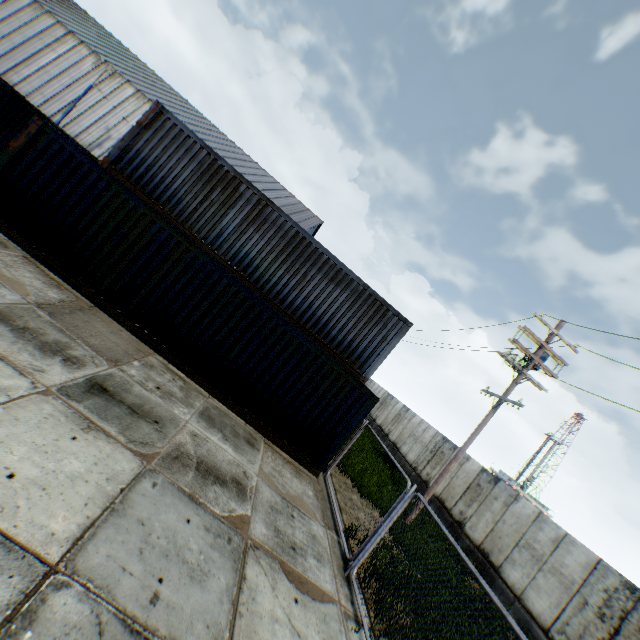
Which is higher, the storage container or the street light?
the street light

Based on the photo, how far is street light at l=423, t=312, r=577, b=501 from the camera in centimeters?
1193cm

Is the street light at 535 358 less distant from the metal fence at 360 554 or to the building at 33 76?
the metal fence at 360 554

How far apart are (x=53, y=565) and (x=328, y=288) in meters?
10.1 m

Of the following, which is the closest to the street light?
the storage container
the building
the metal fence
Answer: the storage container

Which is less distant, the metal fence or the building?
the metal fence

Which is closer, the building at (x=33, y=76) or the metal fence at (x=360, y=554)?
the metal fence at (x=360, y=554)

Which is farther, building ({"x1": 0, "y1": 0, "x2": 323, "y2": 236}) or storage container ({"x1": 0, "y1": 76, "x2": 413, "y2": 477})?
building ({"x1": 0, "y1": 0, "x2": 323, "y2": 236})
